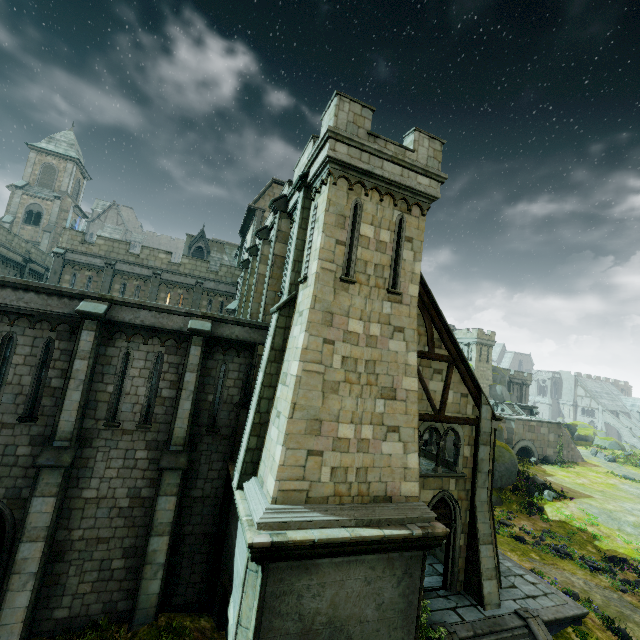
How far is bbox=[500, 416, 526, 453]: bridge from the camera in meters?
37.2 m

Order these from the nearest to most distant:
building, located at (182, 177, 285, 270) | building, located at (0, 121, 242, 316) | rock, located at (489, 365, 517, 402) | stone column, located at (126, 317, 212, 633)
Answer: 1. stone column, located at (126, 317, 212, 633)
2. building, located at (0, 121, 242, 316)
3. building, located at (182, 177, 285, 270)
4. rock, located at (489, 365, 517, 402)

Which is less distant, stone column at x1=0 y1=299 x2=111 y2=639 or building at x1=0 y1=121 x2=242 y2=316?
stone column at x1=0 y1=299 x2=111 y2=639

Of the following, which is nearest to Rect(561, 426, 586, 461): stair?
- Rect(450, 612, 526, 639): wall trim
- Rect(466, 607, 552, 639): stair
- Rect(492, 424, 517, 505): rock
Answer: Rect(492, 424, 517, 505): rock

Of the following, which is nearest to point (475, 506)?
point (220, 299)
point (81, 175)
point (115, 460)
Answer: point (115, 460)

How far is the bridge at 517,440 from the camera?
37.19m

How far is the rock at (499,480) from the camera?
26.6m

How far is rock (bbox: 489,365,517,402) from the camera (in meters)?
50.47
